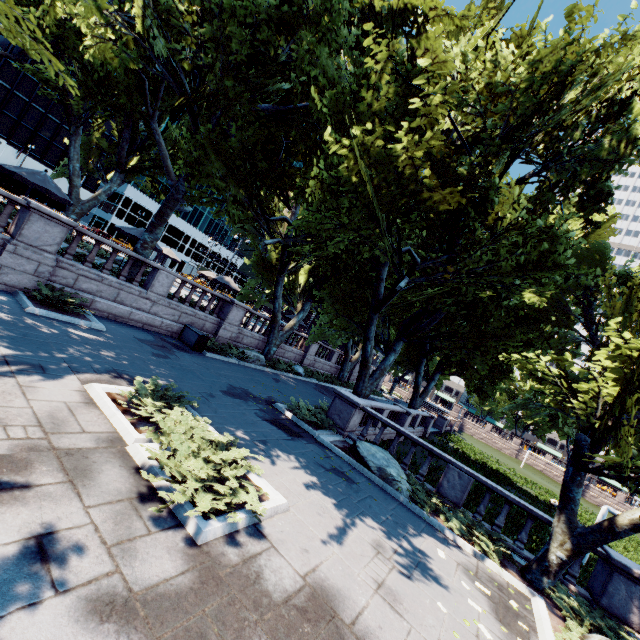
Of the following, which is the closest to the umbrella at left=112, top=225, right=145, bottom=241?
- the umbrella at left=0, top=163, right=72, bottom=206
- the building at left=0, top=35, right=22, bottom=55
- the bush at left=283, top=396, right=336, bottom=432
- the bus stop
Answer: the umbrella at left=0, top=163, right=72, bottom=206

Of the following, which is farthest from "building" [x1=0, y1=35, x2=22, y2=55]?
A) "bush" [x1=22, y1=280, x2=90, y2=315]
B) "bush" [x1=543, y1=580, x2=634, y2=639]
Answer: "bush" [x1=543, y1=580, x2=634, y2=639]

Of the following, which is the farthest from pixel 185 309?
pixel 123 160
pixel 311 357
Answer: pixel 311 357

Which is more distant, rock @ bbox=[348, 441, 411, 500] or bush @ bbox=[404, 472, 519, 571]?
rock @ bbox=[348, 441, 411, 500]

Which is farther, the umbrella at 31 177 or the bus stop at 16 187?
the bus stop at 16 187

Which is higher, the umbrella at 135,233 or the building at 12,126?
the building at 12,126

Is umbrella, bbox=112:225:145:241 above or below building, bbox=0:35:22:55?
below

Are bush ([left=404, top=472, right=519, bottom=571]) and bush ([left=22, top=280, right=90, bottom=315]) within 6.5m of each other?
no
